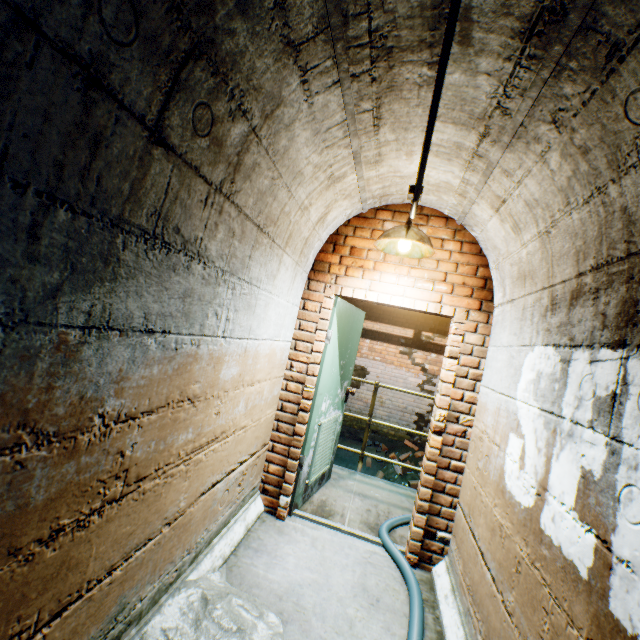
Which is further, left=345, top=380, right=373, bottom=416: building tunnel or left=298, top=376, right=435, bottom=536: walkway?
left=345, top=380, right=373, bottom=416: building tunnel

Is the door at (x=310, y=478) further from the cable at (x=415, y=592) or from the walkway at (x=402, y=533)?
the cable at (x=415, y=592)

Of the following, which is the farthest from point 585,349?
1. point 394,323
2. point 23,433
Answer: point 394,323

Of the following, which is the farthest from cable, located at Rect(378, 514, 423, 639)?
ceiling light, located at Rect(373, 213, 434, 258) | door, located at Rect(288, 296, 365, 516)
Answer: ceiling light, located at Rect(373, 213, 434, 258)

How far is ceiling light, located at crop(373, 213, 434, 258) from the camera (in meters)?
2.38

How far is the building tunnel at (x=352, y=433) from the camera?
7.25m

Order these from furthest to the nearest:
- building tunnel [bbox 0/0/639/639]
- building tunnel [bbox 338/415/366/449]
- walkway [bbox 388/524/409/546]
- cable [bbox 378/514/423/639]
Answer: building tunnel [bbox 338/415/366/449]
walkway [bbox 388/524/409/546]
cable [bbox 378/514/423/639]
building tunnel [bbox 0/0/639/639]

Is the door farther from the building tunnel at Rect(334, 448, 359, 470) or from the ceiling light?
the ceiling light
